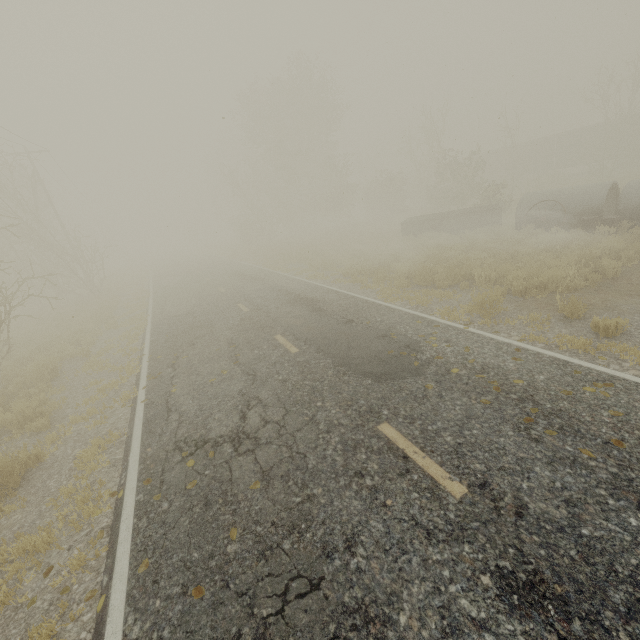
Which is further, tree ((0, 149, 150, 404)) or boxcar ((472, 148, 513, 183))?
boxcar ((472, 148, 513, 183))

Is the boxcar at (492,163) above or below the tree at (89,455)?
above

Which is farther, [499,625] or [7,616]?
[7,616]

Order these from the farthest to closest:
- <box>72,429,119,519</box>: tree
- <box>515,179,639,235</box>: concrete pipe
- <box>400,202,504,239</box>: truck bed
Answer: <box>400,202,504,239</box>: truck bed, <box>515,179,639,235</box>: concrete pipe, <box>72,429,119,519</box>: tree

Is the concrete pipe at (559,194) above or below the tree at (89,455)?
above

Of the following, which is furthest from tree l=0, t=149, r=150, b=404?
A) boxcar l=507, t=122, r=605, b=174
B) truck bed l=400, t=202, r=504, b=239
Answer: boxcar l=507, t=122, r=605, b=174

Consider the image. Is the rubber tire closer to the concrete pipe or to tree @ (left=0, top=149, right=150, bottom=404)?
the concrete pipe

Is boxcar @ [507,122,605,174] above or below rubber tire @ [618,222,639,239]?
above
